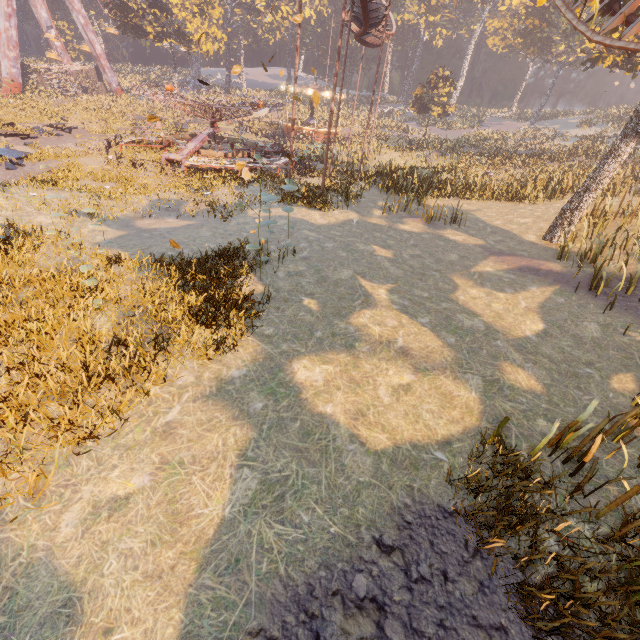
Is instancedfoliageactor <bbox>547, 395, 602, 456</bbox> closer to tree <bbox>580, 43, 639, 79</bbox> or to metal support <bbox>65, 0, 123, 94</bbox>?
tree <bbox>580, 43, 639, 79</bbox>

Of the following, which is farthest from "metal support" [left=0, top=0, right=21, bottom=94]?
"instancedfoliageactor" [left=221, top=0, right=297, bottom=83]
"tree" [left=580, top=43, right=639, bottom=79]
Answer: "tree" [left=580, top=43, right=639, bottom=79]

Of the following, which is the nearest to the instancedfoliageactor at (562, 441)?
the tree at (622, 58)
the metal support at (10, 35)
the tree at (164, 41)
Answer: the tree at (622, 58)

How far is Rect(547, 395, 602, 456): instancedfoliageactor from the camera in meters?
5.2 m

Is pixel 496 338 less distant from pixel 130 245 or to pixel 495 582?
pixel 495 582

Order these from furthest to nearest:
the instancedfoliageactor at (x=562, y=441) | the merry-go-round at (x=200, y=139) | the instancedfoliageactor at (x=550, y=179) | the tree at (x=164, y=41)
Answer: the tree at (x=164, y=41), the merry-go-round at (x=200, y=139), the instancedfoliageactor at (x=550, y=179), the instancedfoliageactor at (x=562, y=441)

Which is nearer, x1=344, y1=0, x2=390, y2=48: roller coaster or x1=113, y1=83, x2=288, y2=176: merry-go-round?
x1=344, y1=0, x2=390, y2=48: roller coaster

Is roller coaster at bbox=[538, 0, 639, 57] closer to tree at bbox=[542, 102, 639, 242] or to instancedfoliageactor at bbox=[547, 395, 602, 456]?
tree at bbox=[542, 102, 639, 242]
